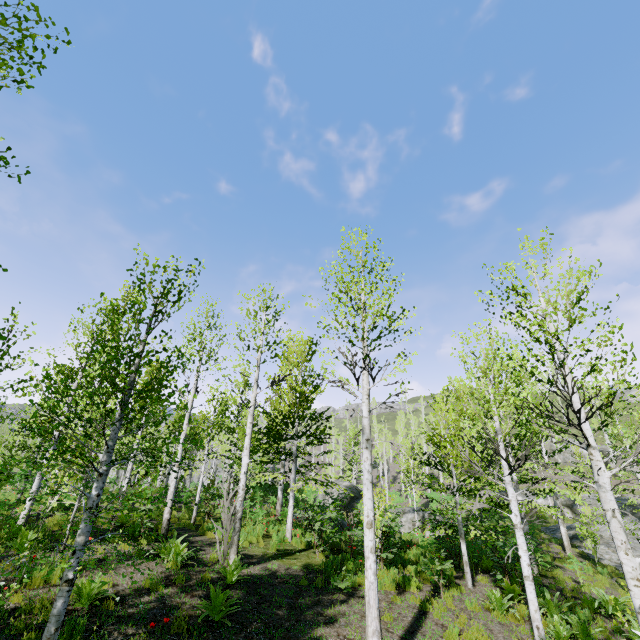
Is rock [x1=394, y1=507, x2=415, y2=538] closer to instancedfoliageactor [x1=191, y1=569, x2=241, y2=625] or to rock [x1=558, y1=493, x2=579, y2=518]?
instancedfoliageactor [x1=191, y1=569, x2=241, y2=625]

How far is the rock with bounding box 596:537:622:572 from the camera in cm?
1805

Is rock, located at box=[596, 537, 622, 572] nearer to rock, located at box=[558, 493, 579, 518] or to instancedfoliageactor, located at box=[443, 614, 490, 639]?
instancedfoliageactor, located at box=[443, 614, 490, 639]

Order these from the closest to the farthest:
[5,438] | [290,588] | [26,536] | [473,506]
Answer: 1. [26,536]
2. [290,588]
3. [473,506]
4. [5,438]

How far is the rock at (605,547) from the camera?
18.0 meters

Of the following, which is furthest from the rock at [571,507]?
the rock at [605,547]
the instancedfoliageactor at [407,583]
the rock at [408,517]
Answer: the rock at [408,517]

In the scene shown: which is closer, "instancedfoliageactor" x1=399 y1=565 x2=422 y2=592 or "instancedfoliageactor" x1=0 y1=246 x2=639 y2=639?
"instancedfoliageactor" x1=0 y1=246 x2=639 y2=639

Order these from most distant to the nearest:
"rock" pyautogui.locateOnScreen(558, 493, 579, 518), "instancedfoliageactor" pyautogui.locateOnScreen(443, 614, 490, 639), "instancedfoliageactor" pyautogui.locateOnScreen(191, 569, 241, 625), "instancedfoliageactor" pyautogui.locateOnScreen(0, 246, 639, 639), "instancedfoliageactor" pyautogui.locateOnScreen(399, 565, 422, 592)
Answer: "rock" pyautogui.locateOnScreen(558, 493, 579, 518) → "instancedfoliageactor" pyautogui.locateOnScreen(399, 565, 422, 592) → "instancedfoliageactor" pyautogui.locateOnScreen(443, 614, 490, 639) → "instancedfoliageactor" pyautogui.locateOnScreen(191, 569, 241, 625) → "instancedfoliageactor" pyautogui.locateOnScreen(0, 246, 639, 639)
